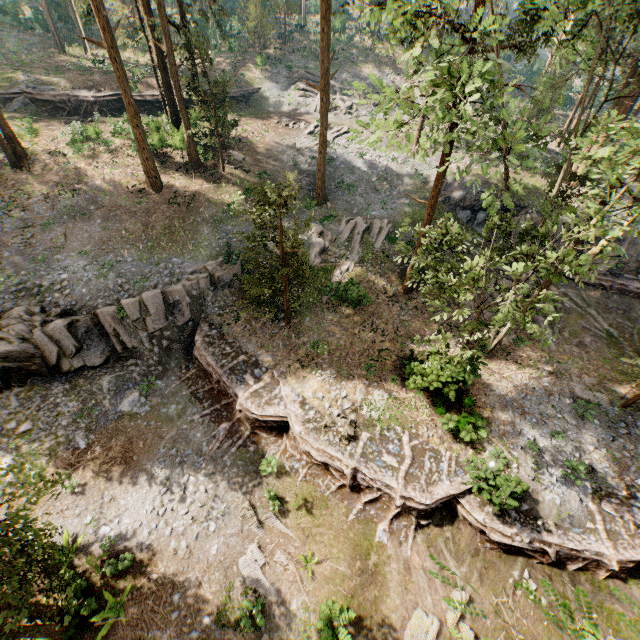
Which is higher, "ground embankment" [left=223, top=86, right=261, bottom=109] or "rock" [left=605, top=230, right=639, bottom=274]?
"ground embankment" [left=223, top=86, right=261, bottom=109]

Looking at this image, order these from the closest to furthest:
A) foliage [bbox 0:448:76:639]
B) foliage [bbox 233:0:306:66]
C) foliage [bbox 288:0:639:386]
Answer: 1. foliage [bbox 0:448:76:639]
2. foliage [bbox 288:0:639:386]
3. foliage [bbox 233:0:306:66]

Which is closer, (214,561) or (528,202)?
(214,561)

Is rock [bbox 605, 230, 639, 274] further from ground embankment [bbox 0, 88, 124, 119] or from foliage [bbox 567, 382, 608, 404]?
ground embankment [bbox 0, 88, 124, 119]

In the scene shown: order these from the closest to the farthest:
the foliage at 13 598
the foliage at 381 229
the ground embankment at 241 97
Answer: the foliage at 13 598
the foliage at 381 229
the ground embankment at 241 97

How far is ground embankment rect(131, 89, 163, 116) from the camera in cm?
3356

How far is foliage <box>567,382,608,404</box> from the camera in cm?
1814

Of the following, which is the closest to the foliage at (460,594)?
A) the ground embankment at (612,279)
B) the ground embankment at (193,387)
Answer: the ground embankment at (193,387)
